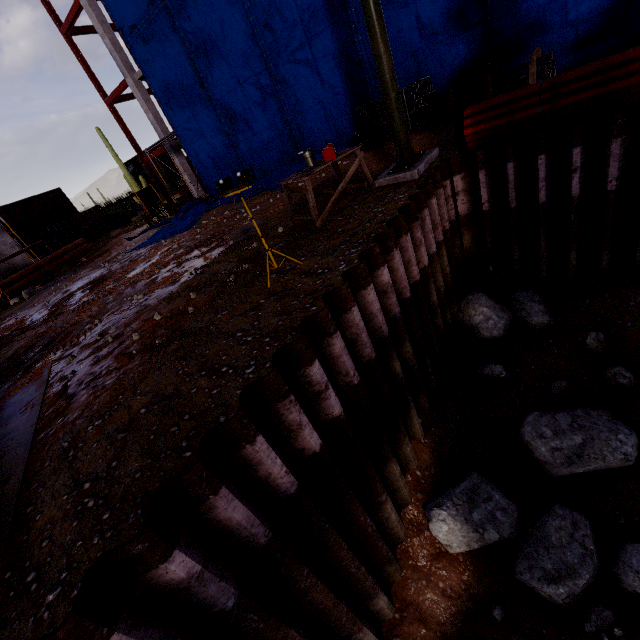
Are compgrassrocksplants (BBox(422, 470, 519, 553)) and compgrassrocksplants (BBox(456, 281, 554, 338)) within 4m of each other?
yes

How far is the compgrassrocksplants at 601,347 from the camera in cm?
592

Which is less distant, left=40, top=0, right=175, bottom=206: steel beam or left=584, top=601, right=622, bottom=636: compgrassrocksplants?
left=584, top=601, right=622, bottom=636: compgrassrocksplants

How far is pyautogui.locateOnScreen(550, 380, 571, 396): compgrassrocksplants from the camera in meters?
6.1

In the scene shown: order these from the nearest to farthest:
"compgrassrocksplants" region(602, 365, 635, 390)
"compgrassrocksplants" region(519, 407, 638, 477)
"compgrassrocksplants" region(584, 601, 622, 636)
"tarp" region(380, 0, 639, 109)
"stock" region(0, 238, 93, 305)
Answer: "compgrassrocksplants" region(584, 601, 622, 636), "compgrassrocksplants" region(519, 407, 638, 477), "compgrassrocksplants" region(602, 365, 635, 390), "tarp" region(380, 0, 639, 109), "stock" region(0, 238, 93, 305)

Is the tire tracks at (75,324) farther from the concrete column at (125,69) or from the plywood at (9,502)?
the concrete column at (125,69)

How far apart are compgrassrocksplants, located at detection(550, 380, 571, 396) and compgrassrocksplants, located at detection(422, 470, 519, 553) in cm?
190

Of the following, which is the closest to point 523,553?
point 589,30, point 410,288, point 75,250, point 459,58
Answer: point 410,288
